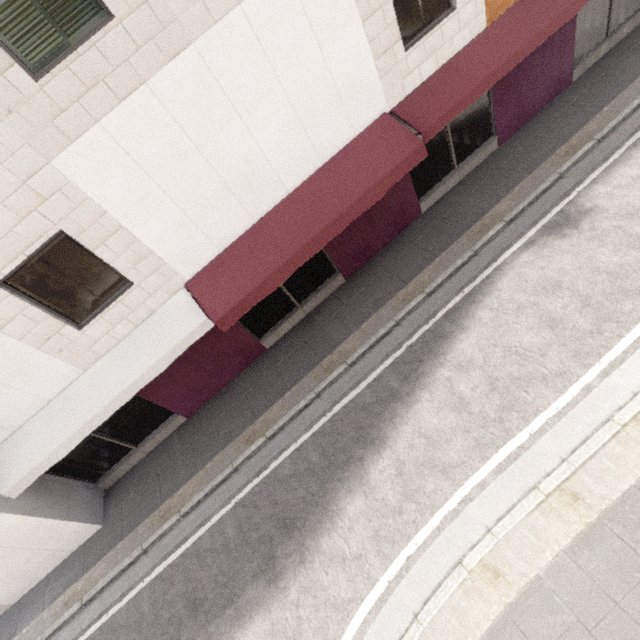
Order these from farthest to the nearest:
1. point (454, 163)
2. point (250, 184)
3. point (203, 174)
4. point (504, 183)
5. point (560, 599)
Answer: point (454, 163) → point (504, 183) → point (250, 184) → point (203, 174) → point (560, 599)
